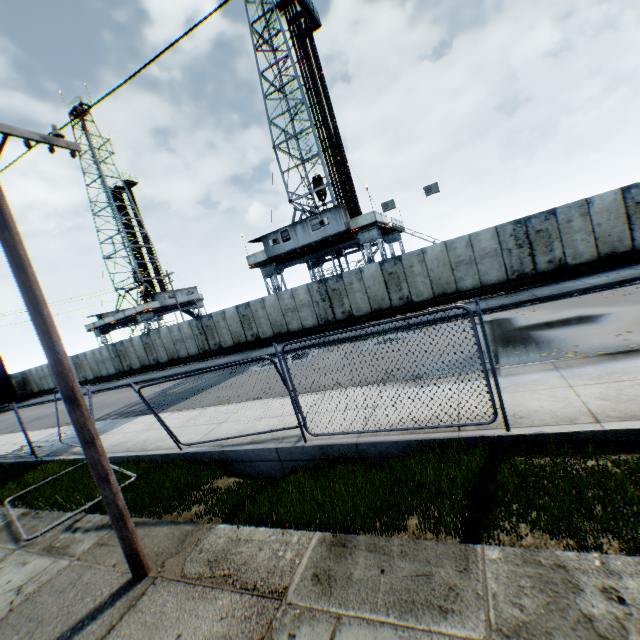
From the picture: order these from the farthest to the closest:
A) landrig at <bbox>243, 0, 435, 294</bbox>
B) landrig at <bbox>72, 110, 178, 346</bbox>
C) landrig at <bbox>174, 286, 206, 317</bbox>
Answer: landrig at <bbox>174, 286, 206, 317</bbox>
landrig at <bbox>72, 110, 178, 346</bbox>
landrig at <bbox>243, 0, 435, 294</bbox>

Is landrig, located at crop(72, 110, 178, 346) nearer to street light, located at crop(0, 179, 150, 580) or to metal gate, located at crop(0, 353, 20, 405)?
metal gate, located at crop(0, 353, 20, 405)

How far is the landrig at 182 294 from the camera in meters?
44.2 m

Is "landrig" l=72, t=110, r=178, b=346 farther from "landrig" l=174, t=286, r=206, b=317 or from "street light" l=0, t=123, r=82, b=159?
"street light" l=0, t=123, r=82, b=159

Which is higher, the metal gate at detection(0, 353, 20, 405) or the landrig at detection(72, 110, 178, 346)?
the landrig at detection(72, 110, 178, 346)

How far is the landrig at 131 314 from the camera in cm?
4138

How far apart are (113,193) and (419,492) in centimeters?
5759cm
